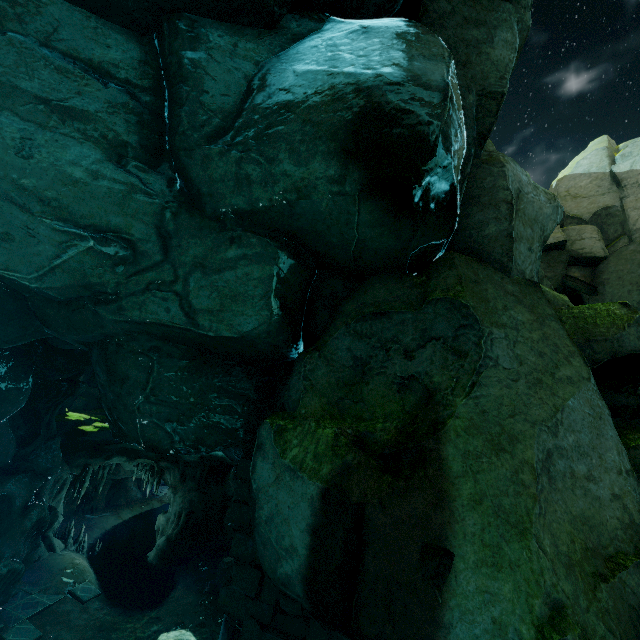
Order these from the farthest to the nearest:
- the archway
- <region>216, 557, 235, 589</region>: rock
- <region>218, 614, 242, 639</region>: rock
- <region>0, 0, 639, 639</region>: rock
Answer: the archway, <region>216, 557, 235, 589</region>: rock, <region>218, 614, 242, 639</region>: rock, <region>0, 0, 639, 639</region>: rock

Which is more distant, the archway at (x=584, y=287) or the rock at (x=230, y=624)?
the archway at (x=584, y=287)

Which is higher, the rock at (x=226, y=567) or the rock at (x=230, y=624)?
the rock at (x=230, y=624)

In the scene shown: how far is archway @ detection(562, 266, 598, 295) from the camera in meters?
20.8 m

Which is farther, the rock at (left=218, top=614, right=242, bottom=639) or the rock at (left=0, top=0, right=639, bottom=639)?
the rock at (left=218, top=614, right=242, bottom=639)

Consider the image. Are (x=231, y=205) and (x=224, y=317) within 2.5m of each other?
yes
